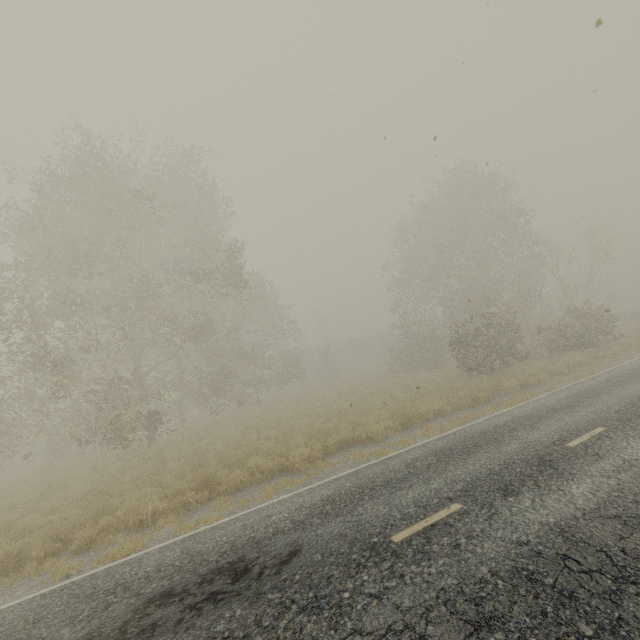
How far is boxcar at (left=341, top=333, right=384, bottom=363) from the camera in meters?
51.4 m

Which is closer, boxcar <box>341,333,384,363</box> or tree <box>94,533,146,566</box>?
tree <box>94,533,146,566</box>

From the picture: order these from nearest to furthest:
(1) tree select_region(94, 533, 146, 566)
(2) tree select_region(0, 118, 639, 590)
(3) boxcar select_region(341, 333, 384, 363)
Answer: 1. (1) tree select_region(94, 533, 146, 566)
2. (2) tree select_region(0, 118, 639, 590)
3. (3) boxcar select_region(341, 333, 384, 363)

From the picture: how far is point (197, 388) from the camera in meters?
28.9

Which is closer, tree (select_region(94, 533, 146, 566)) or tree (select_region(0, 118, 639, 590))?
tree (select_region(94, 533, 146, 566))

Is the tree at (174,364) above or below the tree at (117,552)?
above

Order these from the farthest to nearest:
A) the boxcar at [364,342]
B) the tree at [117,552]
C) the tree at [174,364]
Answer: the boxcar at [364,342] < the tree at [174,364] < the tree at [117,552]
